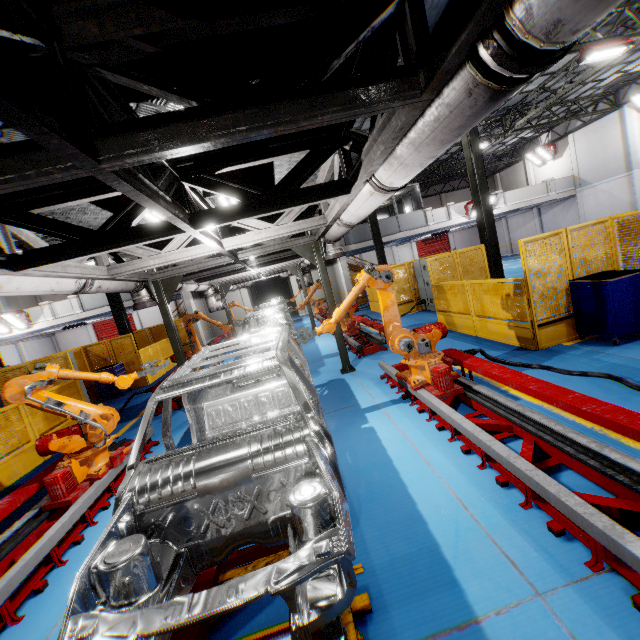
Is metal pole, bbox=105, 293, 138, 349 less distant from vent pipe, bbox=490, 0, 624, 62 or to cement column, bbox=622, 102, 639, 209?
vent pipe, bbox=490, 0, 624, 62

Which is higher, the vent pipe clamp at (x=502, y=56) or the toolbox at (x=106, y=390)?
the vent pipe clamp at (x=502, y=56)

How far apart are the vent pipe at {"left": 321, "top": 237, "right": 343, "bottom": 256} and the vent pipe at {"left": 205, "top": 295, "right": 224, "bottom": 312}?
3.6m

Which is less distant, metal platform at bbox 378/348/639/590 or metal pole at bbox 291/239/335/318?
metal platform at bbox 378/348/639/590

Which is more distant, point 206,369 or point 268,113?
point 206,369

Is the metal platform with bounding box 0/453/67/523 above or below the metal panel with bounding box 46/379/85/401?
below

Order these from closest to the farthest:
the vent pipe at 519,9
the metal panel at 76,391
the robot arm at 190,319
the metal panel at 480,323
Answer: the vent pipe at 519,9 < the metal panel at 480,323 < the metal panel at 76,391 < the robot arm at 190,319

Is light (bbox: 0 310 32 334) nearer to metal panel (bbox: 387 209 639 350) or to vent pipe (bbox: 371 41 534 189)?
metal panel (bbox: 387 209 639 350)
